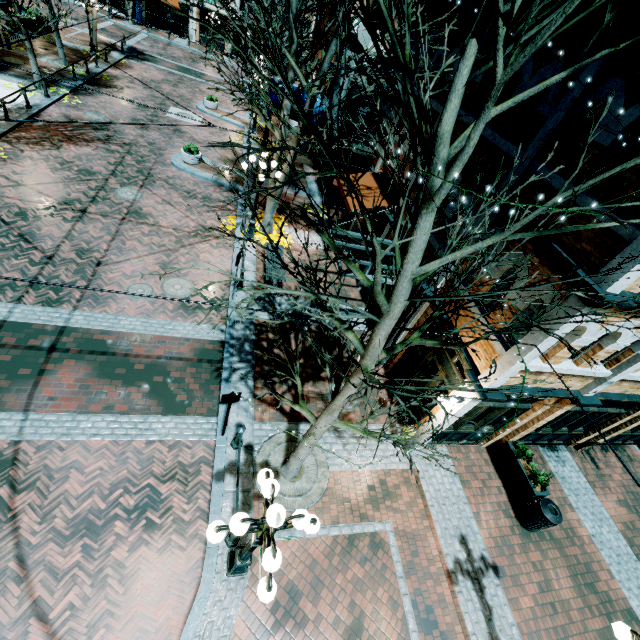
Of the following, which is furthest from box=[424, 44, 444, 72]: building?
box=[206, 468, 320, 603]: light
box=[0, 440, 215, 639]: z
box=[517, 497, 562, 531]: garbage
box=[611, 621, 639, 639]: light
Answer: box=[206, 468, 320, 603]: light

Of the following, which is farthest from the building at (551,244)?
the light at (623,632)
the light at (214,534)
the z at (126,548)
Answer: the light at (214,534)

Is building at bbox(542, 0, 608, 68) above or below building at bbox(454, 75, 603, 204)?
above

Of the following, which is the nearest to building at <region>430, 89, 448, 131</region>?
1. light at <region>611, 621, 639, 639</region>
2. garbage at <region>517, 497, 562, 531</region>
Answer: garbage at <region>517, 497, 562, 531</region>

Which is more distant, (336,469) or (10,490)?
→ (336,469)

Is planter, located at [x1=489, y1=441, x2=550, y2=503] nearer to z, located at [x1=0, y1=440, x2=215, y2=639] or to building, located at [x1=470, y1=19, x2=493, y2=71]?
building, located at [x1=470, y1=19, x2=493, y2=71]

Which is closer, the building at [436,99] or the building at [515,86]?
the building at [515,86]

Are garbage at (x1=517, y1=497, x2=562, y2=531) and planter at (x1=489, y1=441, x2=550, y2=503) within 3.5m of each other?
yes
